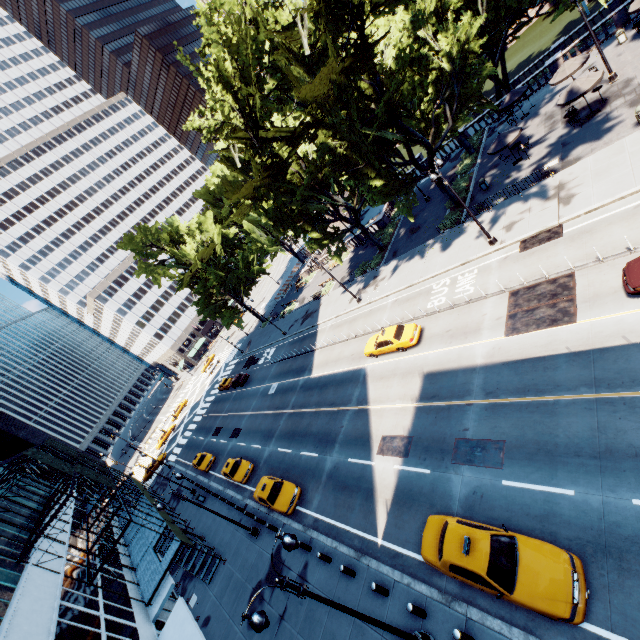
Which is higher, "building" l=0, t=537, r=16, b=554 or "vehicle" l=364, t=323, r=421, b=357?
"building" l=0, t=537, r=16, b=554

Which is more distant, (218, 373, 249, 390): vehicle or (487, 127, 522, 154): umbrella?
(218, 373, 249, 390): vehicle

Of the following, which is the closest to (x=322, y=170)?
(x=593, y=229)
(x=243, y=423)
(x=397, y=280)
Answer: (x=397, y=280)

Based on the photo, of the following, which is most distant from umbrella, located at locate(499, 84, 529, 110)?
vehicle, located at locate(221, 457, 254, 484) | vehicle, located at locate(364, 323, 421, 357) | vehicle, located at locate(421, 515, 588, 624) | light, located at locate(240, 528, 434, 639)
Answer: vehicle, located at locate(221, 457, 254, 484)

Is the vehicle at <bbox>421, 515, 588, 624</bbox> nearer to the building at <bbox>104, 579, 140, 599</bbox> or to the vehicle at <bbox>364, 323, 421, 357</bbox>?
the building at <bbox>104, 579, 140, 599</bbox>

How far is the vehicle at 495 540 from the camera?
9.17m

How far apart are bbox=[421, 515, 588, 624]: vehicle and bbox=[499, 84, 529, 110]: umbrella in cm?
3700

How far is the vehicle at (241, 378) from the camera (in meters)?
46.67
